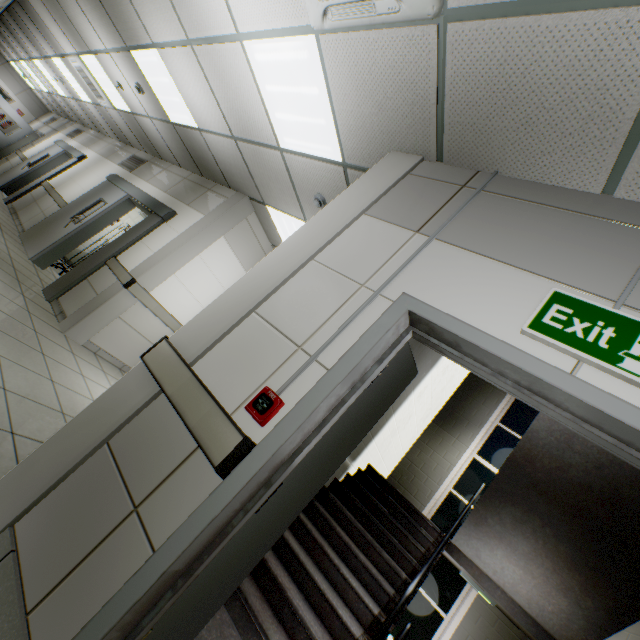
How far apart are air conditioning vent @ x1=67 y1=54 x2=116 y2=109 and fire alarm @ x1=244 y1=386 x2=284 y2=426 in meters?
8.6

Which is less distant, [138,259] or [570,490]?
[570,490]

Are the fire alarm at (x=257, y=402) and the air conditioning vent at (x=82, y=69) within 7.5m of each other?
no

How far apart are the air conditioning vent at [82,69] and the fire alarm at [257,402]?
8.57m

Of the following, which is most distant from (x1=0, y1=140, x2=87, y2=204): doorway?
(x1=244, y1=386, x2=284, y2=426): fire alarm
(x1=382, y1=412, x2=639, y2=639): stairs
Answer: (x1=244, y1=386, x2=284, y2=426): fire alarm

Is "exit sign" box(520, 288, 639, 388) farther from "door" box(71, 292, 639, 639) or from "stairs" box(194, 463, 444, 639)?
"stairs" box(194, 463, 444, 639)

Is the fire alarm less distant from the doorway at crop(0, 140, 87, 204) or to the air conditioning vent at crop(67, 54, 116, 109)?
the air conditioning vent at crop(67, 54, 116, 109)

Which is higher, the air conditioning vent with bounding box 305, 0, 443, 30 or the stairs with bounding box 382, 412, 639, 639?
the air conditioning vent with bounding box 305, 0, 443, 30
